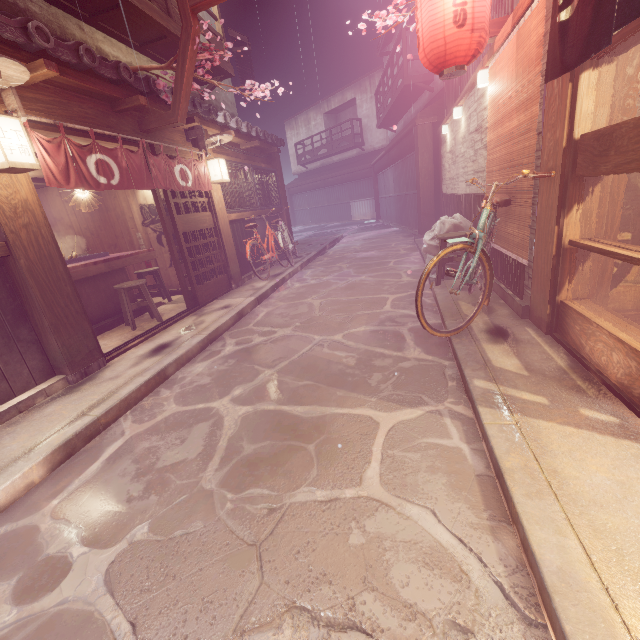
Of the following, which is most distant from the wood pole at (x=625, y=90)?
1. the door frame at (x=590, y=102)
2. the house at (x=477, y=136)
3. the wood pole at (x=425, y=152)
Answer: the wood pole at (x=425, y=152)

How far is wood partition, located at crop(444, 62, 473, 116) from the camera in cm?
1070

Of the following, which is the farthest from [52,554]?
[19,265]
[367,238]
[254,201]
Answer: [367,238]

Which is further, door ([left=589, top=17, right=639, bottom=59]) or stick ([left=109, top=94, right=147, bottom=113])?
stick ([left=109, top=94, right=147, bottom=113])

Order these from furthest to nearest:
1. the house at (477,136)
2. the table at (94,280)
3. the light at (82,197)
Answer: the light at (82,197) < the table at (94,280) < the house at (477,136)

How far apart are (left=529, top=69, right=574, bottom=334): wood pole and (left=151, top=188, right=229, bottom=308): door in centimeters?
948cm

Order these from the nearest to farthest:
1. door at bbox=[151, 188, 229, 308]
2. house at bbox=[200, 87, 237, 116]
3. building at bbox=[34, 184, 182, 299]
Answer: door at bbox=[151, 188, 229, 308] → building at bbox=[34, 184, 182, 299] → house at bbox=[200, 87, 237, 116]

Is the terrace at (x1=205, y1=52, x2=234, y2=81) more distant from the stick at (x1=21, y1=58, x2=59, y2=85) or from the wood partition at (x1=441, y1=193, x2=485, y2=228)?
the wood partition at (x1=441, y1=193, x2=485, y2=228)
